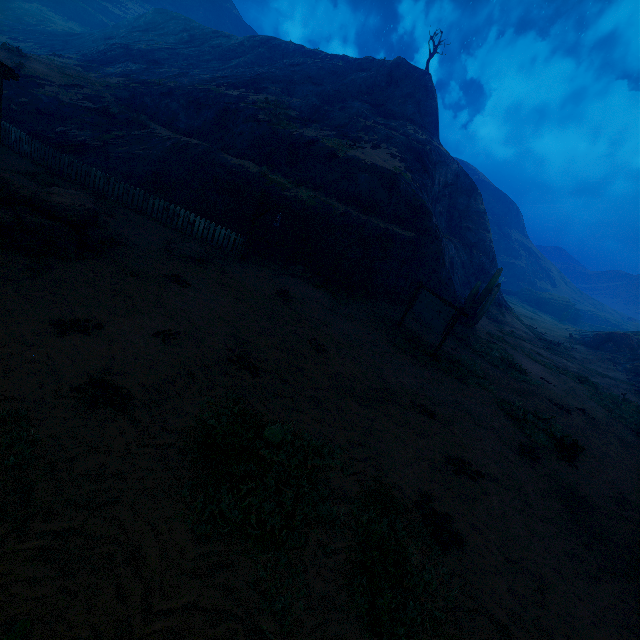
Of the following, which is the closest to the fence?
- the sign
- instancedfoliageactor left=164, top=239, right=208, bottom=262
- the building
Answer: instancedfoliageactor left=164, top=239, right=208, bottom=262

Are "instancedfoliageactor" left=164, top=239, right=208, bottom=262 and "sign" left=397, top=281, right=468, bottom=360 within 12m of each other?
yes

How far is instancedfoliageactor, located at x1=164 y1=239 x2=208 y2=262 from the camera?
11.5m

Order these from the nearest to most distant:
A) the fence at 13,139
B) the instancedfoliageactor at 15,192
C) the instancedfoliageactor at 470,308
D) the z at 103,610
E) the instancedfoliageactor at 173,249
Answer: the z at 103,610
the instancedfoliageactor at 15,192
the instancedfoliageactor at 173,249
the fence at 13,139
the instancedfoliageactor at 470,308

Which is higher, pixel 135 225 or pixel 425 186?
pixel 425 186

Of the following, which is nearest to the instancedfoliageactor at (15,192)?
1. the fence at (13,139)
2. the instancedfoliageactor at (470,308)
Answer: the fence at (13,139)

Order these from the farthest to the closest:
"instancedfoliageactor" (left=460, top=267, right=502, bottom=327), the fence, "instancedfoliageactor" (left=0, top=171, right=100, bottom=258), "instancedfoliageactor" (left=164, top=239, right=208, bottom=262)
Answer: "instancedfoliageactor" (left=460, top=267, right=502, bottom=327)
the fence
"instancedfoliageactor" (left=164, top=239, right=208, bottom=262)
"instancedfoliageactor" (left=0, top=171, right=100, bottom=258)

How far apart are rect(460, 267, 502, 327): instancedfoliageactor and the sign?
7.4 meters
